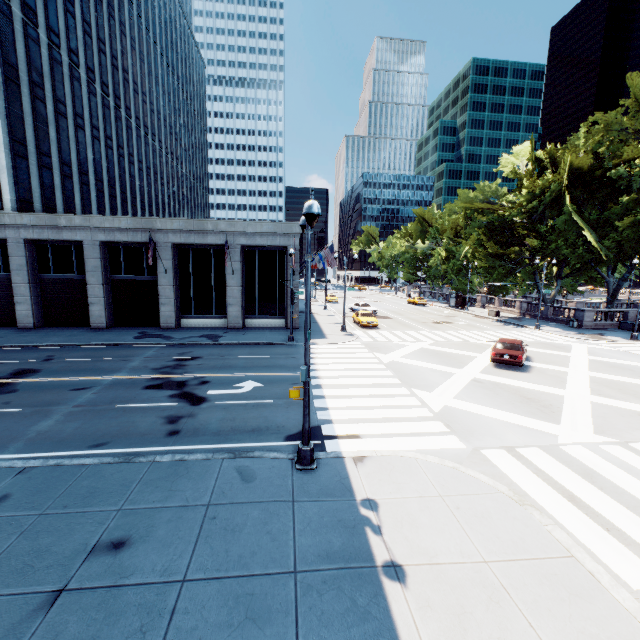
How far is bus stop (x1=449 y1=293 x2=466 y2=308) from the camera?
49.9m

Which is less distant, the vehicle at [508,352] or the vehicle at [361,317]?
the vehicle at [508,352]

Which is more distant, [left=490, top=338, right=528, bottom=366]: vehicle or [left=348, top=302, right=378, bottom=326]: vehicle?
[left=348, top=302, right=378, bottom=326]: vehicle

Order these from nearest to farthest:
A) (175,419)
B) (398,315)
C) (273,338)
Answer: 1. (175,419)
2. (273,338)
3. (398,315)

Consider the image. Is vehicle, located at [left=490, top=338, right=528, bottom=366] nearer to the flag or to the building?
the flag

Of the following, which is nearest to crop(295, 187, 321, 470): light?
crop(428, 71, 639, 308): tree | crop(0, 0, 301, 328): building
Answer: crop(0, 0, 301, 328): building

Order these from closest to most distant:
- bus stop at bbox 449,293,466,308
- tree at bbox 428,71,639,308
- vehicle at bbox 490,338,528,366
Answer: vehicle at bbox 490,338,528,366 → tree at bbox 428,71,639,308 → bus stop at bbox 449,293,466,308

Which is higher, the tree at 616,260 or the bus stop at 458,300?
the tree at 616,260
